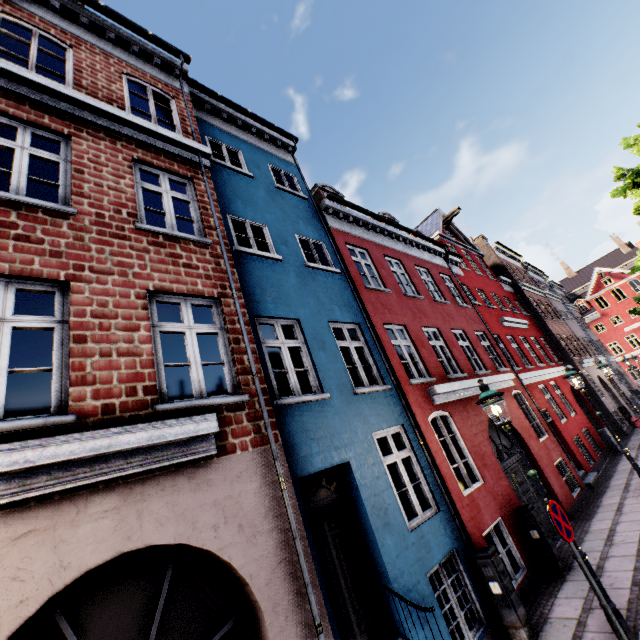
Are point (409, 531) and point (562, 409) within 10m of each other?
no

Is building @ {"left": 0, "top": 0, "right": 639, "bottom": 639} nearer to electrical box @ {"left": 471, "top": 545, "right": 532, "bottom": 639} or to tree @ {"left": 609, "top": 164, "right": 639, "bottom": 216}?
electrical box @ {"left": 471, "top": 545, "right": 532, "bottom": 639}

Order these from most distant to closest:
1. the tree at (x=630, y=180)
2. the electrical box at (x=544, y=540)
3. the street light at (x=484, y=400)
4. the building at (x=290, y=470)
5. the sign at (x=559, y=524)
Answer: the tree at (x=630, y=180) → the electrical box at (x=544, y=540) → the street light at (x=484, y=400) → the sign at (x=559, y=524) → the building at (x=290, y=470)

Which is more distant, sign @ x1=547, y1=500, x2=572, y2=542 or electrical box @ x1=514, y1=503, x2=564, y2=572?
electrical box @ x1=514, y1=503, x2=564, y2=572

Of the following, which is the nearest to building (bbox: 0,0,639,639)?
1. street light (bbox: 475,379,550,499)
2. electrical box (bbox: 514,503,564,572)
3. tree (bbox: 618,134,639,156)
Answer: electrical box (bbox: 514,503,564,572)

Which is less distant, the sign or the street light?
the sign

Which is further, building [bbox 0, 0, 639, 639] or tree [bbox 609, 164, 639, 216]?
tree [bbox 609, 164, 639, 216]

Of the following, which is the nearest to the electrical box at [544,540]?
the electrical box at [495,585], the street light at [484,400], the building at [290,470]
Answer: the building at [290,470]
